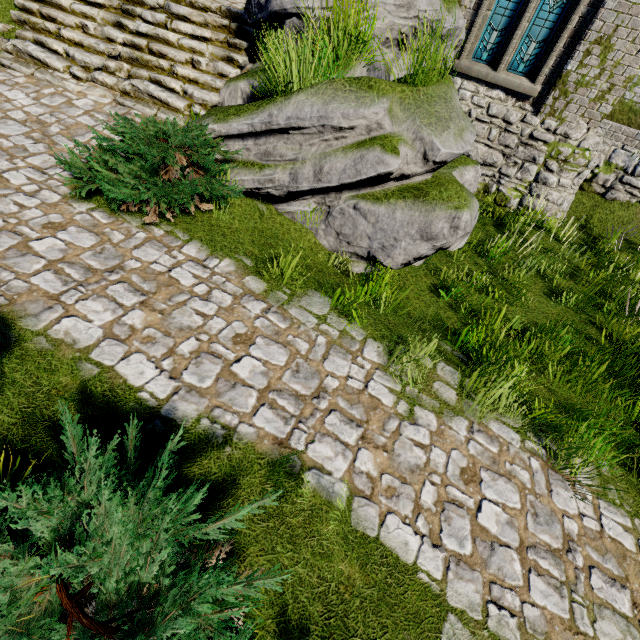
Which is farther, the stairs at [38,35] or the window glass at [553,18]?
the window glass at [553,18]

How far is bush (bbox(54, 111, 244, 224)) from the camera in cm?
412

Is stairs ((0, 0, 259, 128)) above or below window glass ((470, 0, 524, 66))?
below

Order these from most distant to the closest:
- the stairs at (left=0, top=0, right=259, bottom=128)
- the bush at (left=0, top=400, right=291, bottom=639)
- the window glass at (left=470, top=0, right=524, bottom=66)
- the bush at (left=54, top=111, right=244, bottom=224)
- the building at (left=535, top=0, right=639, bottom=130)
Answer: the window glass at (left=470, top=0, right=524, bottom=66) → the building at (left=535, top=0, right=639, bottom=130) → the stairs at (left=0, top=0, right=259, bottom=128) → the bush at (left=54, top=111, right=244, bottom=224) → the bush at (left=0, top=400, right=291, bottom=639)

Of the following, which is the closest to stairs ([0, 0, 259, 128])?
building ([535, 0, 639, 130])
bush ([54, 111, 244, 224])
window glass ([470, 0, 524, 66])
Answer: bush ([54, 111, 244, 224])

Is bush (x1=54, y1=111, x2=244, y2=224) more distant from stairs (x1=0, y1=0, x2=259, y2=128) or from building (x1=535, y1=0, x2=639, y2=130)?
building (x1=535, y1=0, x2=639, y2=130)

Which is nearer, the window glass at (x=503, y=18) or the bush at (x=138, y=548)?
the bush at (x=138, y=548)

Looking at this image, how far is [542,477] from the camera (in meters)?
3.50
